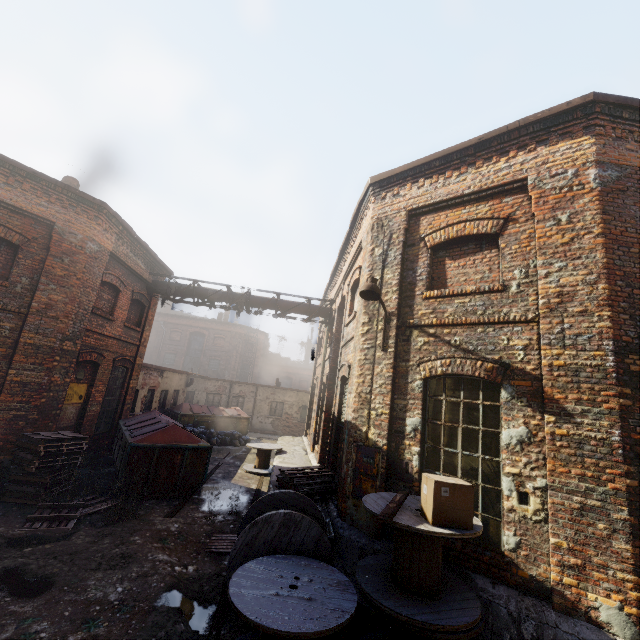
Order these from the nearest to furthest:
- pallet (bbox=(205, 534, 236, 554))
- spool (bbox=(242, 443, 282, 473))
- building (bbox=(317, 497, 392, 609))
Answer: building (bbox=(317, 497, 392, 609)), pallet (bbox=(205, 534, 236, 554)), spool (bbox=(242, 443, 282, 473))

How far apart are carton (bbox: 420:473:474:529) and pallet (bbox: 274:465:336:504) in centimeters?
354cm

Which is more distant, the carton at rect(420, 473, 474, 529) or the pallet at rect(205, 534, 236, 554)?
the pallet at rect(205, 534, 236, 554)

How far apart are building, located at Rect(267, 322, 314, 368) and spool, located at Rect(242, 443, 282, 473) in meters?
43.4

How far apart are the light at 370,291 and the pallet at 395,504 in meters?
2.5 m

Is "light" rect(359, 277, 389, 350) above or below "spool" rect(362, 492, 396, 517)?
above

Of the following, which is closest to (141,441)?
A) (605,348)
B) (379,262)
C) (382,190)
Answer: (379,262)

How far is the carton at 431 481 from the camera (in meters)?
3.83
